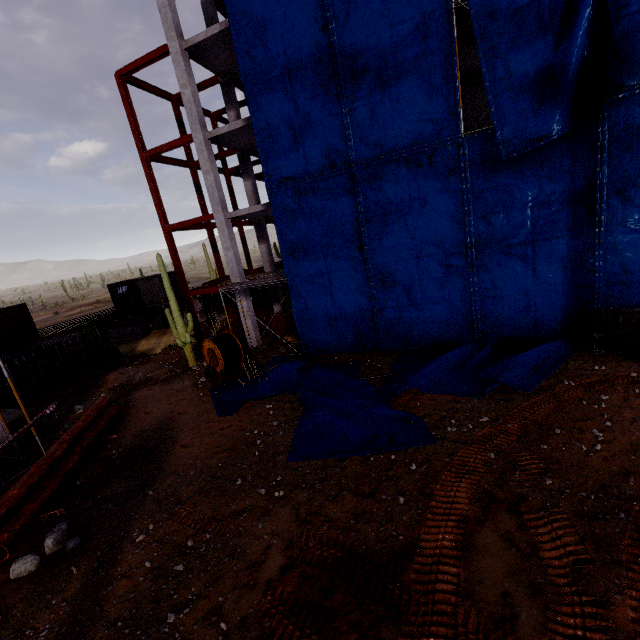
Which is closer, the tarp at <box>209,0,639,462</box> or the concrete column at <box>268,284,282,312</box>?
the tarp at <box>209,0,639,462</box>

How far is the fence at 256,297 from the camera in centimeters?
2695cm

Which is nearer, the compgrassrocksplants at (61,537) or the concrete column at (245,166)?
the compgrassrocksplants at (61,537)

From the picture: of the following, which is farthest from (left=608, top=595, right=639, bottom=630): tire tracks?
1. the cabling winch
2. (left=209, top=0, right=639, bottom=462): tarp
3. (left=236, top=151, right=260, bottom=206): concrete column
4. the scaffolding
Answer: (left=236, top=151, right=260, bottom=206): concrete column

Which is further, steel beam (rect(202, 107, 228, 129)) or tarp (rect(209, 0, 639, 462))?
Answer: steel beam (rect(202, 107, 228, 129))

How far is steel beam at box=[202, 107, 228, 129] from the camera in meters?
23.6

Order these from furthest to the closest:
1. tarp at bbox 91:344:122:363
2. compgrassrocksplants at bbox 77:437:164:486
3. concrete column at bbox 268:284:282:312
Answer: concrete column at bbox 268:284:282:312
tarp at bbox 91:344:122:363
compgrassrocksplants at bbox 77:437:164:486

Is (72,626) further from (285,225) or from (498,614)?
(285,225)
